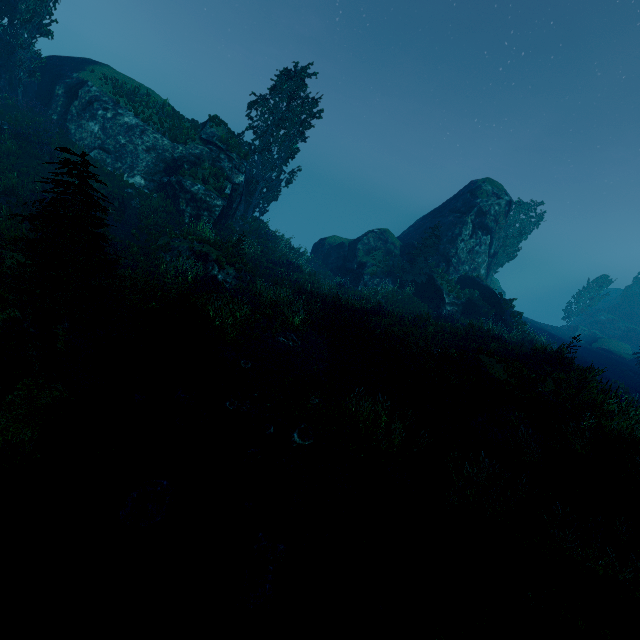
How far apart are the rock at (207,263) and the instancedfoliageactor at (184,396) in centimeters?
821cm

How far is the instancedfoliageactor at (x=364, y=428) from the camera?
8.69m

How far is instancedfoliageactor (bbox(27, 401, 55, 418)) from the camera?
6.88m

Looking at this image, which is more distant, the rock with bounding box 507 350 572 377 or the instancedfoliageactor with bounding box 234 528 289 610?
the rock with bounding box 507 350 572 377

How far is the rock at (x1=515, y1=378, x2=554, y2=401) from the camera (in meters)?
11.34

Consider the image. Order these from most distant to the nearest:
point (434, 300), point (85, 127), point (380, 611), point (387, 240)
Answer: point (387, 240), point (434, 300), point (85, 127), point (380, 611)

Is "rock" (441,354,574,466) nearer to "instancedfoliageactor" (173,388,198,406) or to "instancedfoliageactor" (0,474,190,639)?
"instancedfoliageactor" (0,474,190,639)

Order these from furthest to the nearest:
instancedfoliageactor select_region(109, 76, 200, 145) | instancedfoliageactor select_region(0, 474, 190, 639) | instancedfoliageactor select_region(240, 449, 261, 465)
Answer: instancedfoliageactor select_region(109, 76, 200, 145)
instancedfoliageactor select_region(240, 449, 261, 465)
instancedfoliageactor select_region(0, 474, 190, 639)
